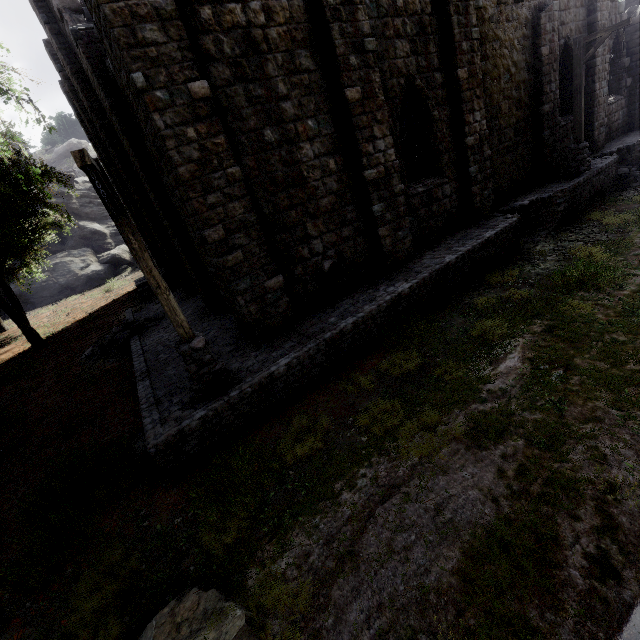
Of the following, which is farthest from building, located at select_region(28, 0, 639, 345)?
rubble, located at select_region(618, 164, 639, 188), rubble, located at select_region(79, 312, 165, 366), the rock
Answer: rubble, located at select_region(79, 312, 165, 366)

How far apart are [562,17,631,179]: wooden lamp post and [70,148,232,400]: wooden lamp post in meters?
15.5

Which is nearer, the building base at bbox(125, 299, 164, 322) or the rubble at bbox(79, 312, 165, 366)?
the rubble at bbox(79, 312, 165, 366)

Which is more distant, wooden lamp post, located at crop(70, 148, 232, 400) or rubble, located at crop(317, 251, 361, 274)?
rubble, located at crop(317, 251, 361, 274)

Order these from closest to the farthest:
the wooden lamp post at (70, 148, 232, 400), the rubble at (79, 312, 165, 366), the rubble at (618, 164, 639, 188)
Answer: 1. the wooden lamp post at (70, 148, 232, 400)
2. the rubble at (79, 312, 165, 366)
3. the rubble at (618, 164, 639, 188)

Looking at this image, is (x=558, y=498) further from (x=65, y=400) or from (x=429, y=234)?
(x=65, y=400)

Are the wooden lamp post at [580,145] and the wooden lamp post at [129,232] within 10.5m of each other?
no

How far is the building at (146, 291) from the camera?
19.5m
